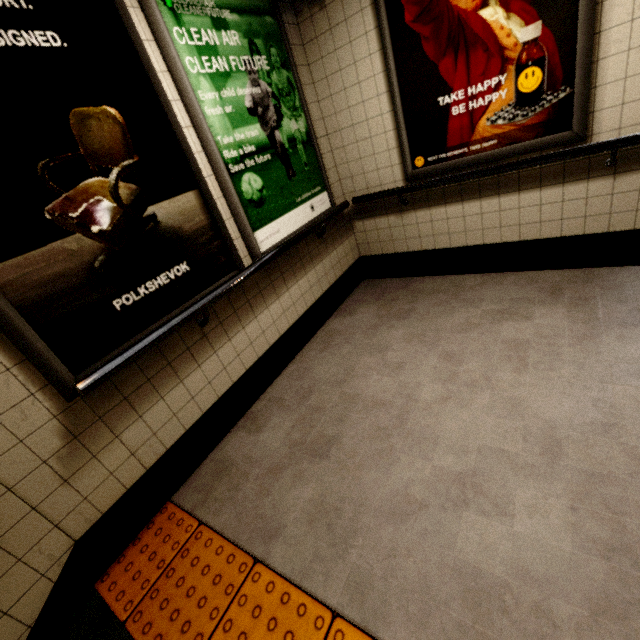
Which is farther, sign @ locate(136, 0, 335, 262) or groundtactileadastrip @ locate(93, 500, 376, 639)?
sign @ locate(136, 0, 335, 262)

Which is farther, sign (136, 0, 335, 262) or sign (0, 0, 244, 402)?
sign (136, 0, 335, 262)

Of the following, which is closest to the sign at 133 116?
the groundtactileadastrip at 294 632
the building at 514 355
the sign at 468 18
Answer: the building at 514 355

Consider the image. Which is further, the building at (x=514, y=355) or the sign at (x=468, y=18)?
the sign at (x=468, y=18)

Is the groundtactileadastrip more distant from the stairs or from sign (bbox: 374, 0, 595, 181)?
sign (bbox: 374, 0, 595, 181)

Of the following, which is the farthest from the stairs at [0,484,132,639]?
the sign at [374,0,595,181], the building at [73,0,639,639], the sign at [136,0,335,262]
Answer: the sign at [374,0,595,181]

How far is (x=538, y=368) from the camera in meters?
2.0

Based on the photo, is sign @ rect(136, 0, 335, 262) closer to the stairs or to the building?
the building
